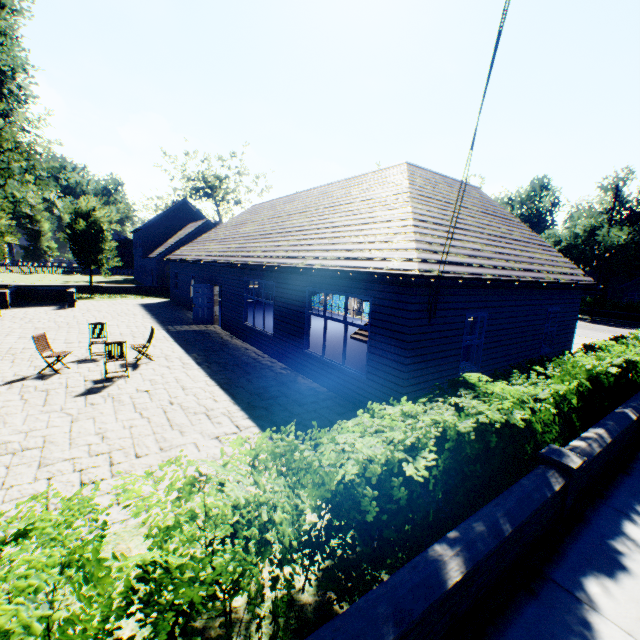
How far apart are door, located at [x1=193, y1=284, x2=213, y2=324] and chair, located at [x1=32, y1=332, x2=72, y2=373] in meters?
7.7 m

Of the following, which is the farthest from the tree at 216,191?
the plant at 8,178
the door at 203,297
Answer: the door at 203,297

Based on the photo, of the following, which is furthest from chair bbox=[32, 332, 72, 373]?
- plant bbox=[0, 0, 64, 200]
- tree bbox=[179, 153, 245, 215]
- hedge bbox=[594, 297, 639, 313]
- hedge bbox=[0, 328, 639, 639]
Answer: hedge bbox=[594, 297, 639, 313]

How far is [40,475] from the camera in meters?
5.1 m

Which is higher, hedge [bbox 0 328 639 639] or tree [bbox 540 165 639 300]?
tree [bbox 540 165 639 300]

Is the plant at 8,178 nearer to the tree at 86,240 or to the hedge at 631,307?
the tree at 86,240

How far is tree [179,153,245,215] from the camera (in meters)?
53.22

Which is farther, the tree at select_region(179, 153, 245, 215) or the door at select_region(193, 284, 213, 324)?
the tree at select_region(179, 153, 245, 215)
